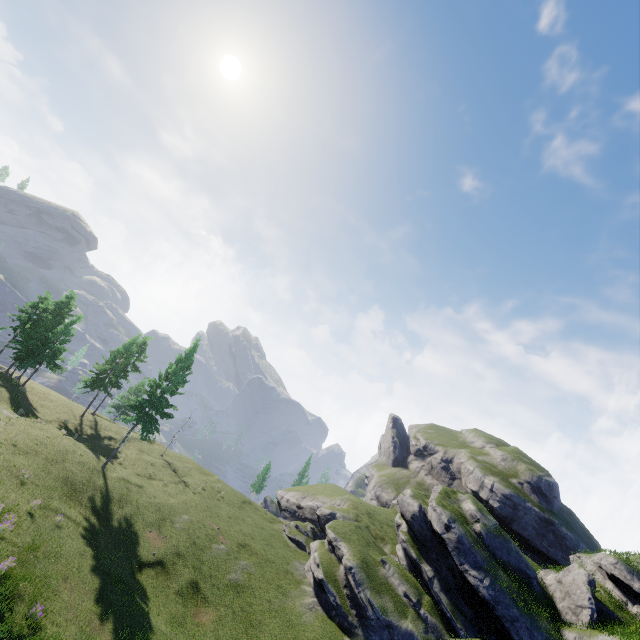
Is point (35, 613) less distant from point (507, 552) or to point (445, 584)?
point (445, 584)
